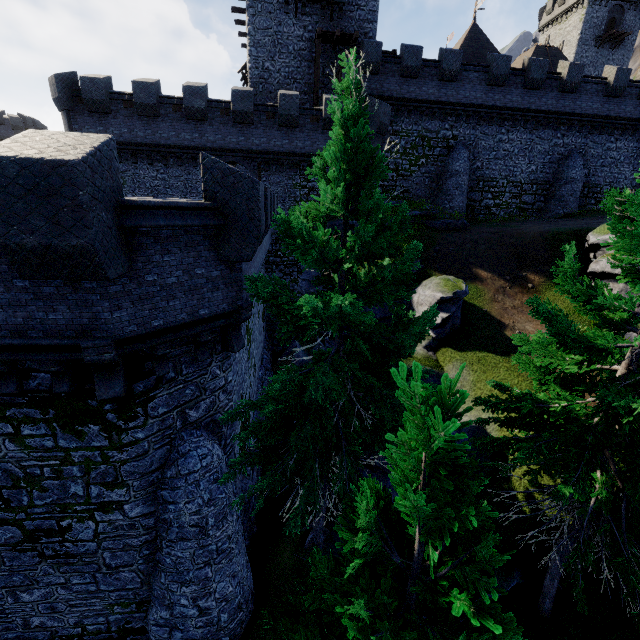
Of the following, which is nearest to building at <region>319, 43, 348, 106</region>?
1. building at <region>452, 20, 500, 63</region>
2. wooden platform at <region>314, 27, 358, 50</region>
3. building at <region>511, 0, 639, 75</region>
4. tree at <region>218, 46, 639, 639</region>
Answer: wooden platform at <region>314, 27, 358, 50</region>

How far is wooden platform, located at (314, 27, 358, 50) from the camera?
22.6m

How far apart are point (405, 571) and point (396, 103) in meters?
28.9 m

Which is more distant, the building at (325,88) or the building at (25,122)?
the building at (25,122)

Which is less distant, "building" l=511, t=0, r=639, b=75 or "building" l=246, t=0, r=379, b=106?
"building" l=246, t=0, r=379, b=106

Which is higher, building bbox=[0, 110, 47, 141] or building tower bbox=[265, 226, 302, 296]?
building bbox=[0, 110, 47, 141]

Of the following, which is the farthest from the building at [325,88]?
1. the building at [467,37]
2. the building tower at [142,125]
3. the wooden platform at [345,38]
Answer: the building at [467,37]

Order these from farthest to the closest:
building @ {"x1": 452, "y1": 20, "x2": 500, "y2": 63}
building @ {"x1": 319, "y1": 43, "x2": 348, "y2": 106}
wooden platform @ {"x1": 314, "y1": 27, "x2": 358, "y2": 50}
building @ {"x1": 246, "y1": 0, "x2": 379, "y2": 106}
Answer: building @ {"x1": 452, "y1": 20, "x2": 500, "y2": 63}, building @ {"x1": 319, "y1": 43, "x2": 348, "y2": 106}, building @ {"x1": 246, "y1": 0, "x2": 379, "y2": 106}, wooden platform @ {"x1": 314, "y1": 27, "x2": 358, "y2": 50}
